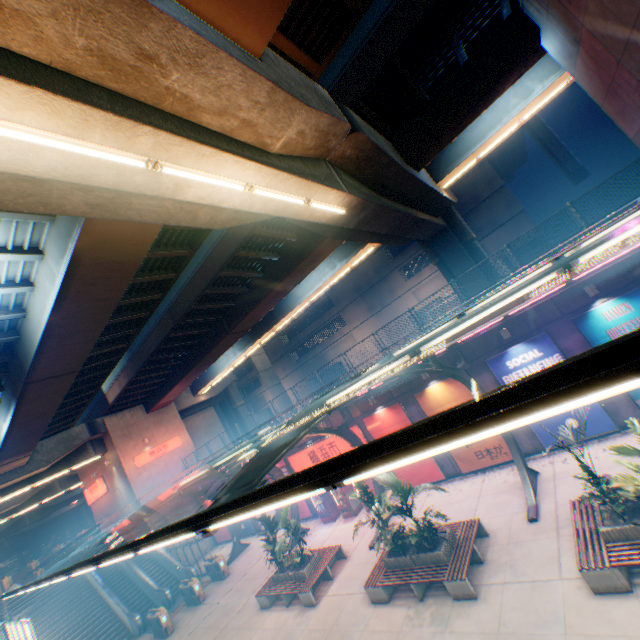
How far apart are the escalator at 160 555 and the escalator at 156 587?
1.4m

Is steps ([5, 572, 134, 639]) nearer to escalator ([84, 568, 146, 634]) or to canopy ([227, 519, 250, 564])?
escalator ([84, 568, 146, 634])

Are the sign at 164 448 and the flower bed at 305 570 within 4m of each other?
no

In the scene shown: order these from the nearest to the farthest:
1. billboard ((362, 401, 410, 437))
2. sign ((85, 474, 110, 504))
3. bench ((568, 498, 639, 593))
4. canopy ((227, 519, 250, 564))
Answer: bench ((568, 498, 639, 593)), billboard ((362, 401, 410, 437)), canopy ((227, 519, 250, 564)), sign ((85, 474, 110, 504))

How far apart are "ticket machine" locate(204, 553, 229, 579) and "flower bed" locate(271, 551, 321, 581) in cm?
896

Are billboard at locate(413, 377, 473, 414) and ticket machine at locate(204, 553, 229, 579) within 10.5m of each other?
no

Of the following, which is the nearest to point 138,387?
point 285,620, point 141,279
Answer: point 141,279

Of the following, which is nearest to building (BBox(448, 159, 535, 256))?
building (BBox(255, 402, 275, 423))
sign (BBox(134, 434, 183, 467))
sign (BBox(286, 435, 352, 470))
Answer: building (BBox(255, 402, 275, 423))
